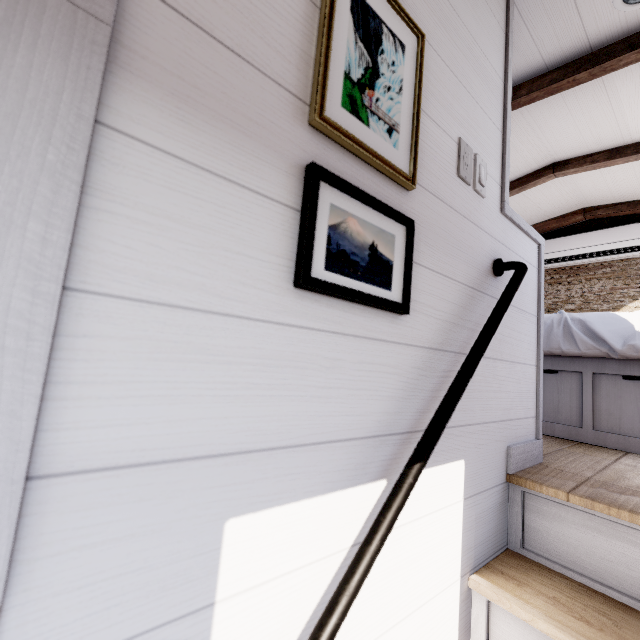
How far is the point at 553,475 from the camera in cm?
121

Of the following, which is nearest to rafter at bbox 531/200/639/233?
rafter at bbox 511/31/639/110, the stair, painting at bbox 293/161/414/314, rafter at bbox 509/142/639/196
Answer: rafter at bbox 509/142/639/196

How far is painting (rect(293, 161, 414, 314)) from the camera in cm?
61

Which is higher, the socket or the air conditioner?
the air conditioner

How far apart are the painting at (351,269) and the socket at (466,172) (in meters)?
0.45

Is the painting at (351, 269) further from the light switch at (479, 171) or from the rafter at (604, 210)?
the rafter at (604, 210)

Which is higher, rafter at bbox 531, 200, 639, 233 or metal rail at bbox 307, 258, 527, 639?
rafter at bbox 531, 200, 639, 233

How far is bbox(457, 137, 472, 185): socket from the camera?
1.0m
